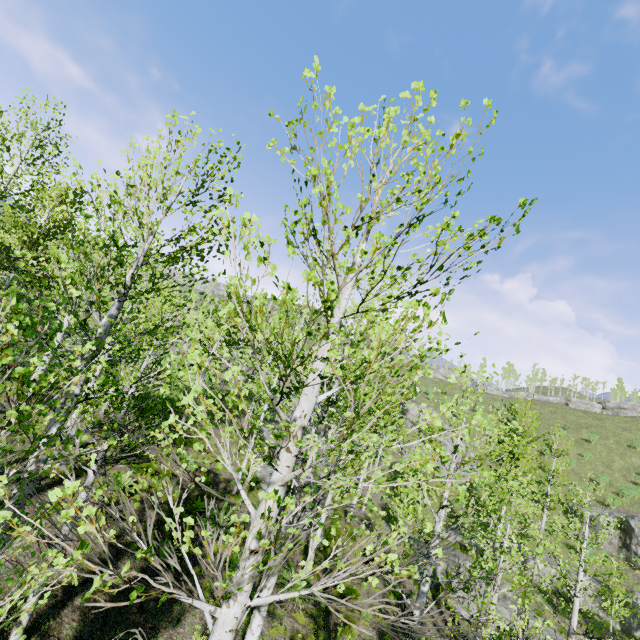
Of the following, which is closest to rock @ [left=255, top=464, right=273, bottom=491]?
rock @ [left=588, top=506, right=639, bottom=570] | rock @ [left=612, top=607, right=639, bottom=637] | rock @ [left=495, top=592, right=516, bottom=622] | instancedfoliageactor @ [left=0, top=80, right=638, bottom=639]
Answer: instancedfoliageactor @ [left=0, top=80, right=638, bottom=639]

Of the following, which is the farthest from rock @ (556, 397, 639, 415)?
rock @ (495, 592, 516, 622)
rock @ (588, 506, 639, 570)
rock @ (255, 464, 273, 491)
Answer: rock @ (495, 592, 516, 622)

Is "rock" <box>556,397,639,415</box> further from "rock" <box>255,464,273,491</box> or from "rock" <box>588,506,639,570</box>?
"rock" <box>255,464,273,491</box>

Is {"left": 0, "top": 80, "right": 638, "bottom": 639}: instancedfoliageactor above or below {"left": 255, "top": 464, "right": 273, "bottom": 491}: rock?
above

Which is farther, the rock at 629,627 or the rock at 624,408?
the rock at 624,408

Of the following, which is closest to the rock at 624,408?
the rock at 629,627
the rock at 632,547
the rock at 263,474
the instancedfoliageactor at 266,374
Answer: the rock at 632,547

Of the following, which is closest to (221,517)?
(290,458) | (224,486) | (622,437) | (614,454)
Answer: (290,458)

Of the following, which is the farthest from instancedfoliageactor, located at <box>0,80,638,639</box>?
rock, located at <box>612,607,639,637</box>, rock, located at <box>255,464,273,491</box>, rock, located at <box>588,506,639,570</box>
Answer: rock, located at <box>588,506,639,570</box>
